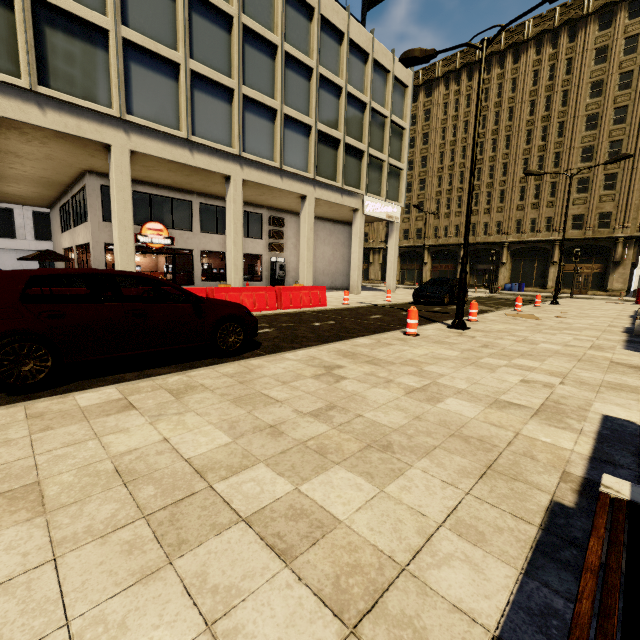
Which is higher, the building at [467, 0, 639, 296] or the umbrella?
the building at [467, 0, 639, 296]

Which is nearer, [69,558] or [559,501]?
[69,558]

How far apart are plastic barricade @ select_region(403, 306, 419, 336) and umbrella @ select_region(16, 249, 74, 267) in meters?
19.2

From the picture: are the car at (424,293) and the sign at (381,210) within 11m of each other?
yes

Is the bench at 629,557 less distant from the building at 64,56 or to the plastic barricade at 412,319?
the plastic barricade at 412,319

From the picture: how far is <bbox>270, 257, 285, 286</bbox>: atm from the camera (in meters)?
22.69

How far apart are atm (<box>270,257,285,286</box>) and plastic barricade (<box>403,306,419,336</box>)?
15.72m

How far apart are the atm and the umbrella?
11.6 meters
